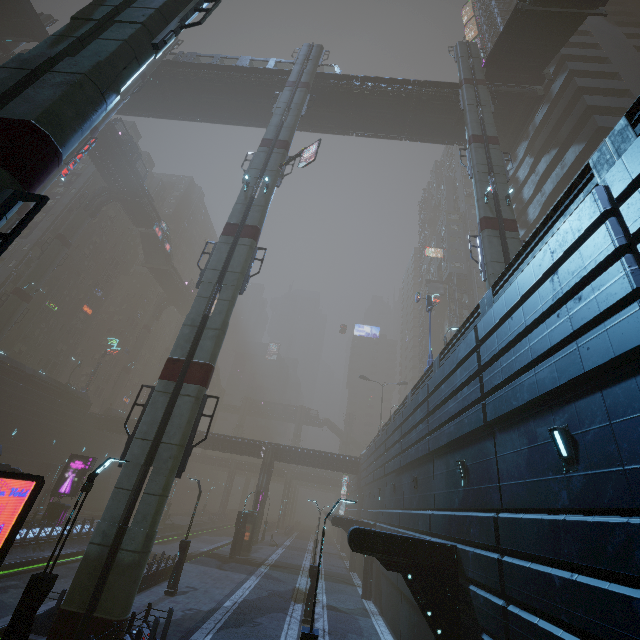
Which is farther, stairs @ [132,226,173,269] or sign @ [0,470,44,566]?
stairs @ [132,226,173,269]

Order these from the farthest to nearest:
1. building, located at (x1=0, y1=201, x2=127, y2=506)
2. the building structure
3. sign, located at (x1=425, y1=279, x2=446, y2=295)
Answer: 1. sign, located at (x1=425, y1=279, x2=446, y2=295)
2. building, located at (x1=0, y1=201, x2=127, y2=506)
3. the building structure

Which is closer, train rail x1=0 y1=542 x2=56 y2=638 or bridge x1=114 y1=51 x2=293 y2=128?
train rail x1=0 y1=542 x2=56 y2=638

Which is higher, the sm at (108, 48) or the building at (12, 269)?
the building at (12, 269)

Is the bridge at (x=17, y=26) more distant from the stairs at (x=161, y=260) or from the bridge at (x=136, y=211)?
the stairs at (x=161, y=260)

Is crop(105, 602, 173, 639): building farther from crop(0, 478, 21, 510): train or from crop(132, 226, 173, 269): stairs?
crop(132, 226, 173, 269): stairs

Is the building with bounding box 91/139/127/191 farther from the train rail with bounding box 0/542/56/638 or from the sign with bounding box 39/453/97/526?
the train rail with bounding box 0/542/56/638

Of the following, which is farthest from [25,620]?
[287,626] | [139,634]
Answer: [287,626]
